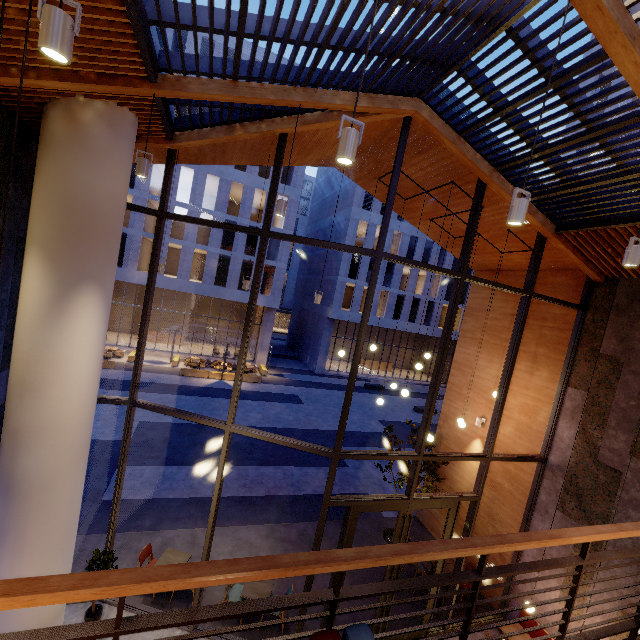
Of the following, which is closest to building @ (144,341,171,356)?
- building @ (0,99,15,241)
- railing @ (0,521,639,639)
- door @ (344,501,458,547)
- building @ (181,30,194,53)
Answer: building @ (181,30,194,53)

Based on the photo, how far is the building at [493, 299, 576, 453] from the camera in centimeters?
848cm

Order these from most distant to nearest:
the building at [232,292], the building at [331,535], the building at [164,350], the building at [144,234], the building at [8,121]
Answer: the building at [164,350], the building at [232,292], the building at [144,234], the building at [331,535], the building at [8,121]

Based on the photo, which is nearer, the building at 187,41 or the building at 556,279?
the building at 556,279

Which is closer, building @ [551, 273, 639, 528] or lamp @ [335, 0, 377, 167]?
lamp @ [335, 0, 377, 167]

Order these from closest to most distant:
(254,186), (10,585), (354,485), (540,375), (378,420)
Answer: (10,585) < (540,375) < (354,485) < (378,420) < (254,186)

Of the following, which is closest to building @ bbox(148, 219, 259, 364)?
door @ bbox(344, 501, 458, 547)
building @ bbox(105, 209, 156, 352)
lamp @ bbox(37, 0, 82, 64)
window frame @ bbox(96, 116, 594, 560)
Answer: building @ bbox(105, 209, 156, 352)

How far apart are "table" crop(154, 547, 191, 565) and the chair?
1.0m
